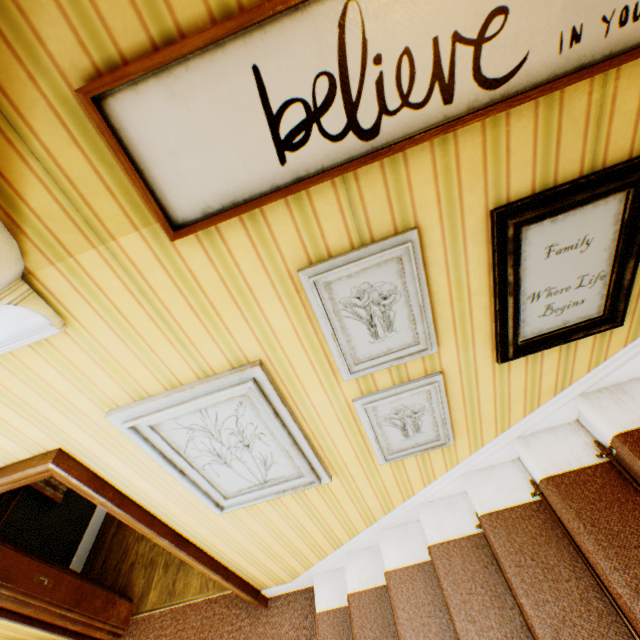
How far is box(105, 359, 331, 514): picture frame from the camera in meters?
1.4 m

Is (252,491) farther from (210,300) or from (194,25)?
(194,25)

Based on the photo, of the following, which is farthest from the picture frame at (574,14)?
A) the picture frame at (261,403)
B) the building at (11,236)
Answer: the picture frame at (261,403)

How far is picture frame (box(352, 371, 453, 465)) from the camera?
1.55m

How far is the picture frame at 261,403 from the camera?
1.4m

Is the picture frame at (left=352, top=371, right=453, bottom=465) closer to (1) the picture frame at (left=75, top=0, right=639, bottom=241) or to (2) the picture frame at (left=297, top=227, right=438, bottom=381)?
(2) the picture frame at (left=297, top=227, right=438, bottom=381)

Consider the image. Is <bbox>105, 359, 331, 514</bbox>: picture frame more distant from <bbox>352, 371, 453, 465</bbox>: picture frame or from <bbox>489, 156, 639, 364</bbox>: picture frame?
<bbox>489, 156, 639, 364</bbox>: picture frame

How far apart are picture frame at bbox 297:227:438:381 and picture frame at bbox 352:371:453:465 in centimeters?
16cm
